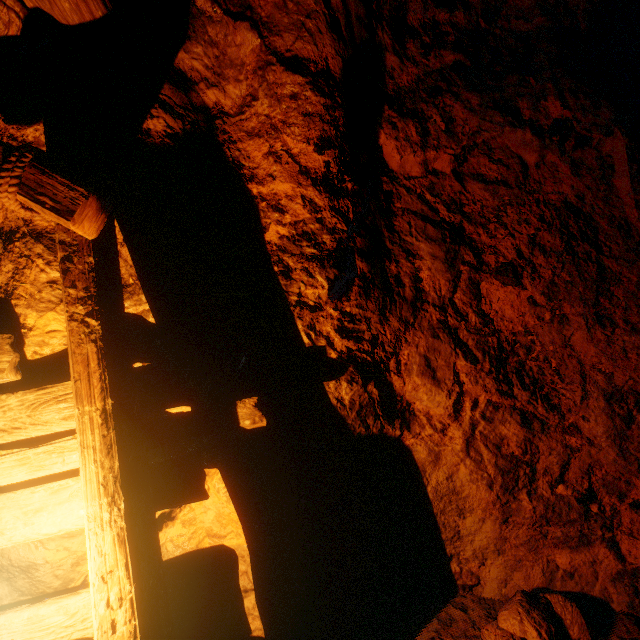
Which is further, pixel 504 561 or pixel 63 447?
pixel 504 561

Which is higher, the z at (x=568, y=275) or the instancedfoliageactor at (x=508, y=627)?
the z at (x=568, y=275)

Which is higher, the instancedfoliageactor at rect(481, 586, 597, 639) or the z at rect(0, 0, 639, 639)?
the z at rect(0, 0, 639, 639)
